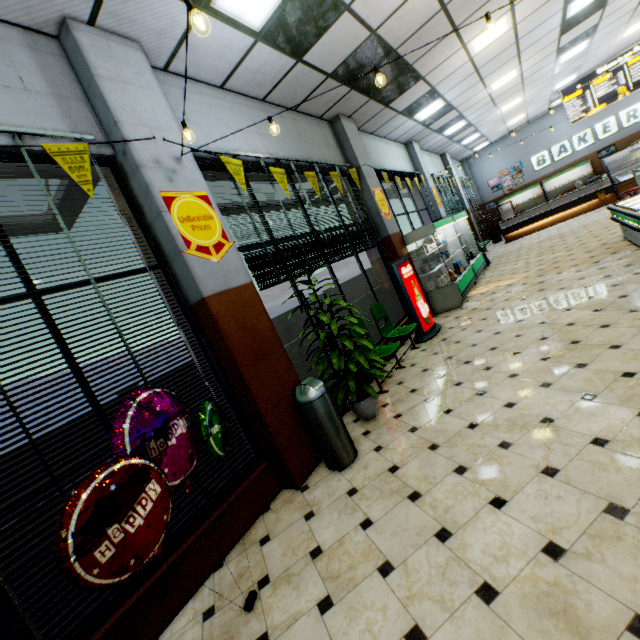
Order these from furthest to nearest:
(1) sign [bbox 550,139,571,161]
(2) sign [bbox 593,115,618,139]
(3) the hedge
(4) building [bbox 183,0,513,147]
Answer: (1) sign [bbox 550,139,571,161], (2) sign [bbox 593,115,618,139], (3) the hedge, (4) building [bbox 183,0,513,147]

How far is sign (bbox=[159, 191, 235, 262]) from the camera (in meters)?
3.18

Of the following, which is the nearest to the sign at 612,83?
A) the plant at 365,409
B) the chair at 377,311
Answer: the chair at 377,311

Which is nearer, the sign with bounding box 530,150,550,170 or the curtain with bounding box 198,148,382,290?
the curtain with bounding box 198,148,382,290

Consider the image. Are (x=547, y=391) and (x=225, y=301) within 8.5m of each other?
yes

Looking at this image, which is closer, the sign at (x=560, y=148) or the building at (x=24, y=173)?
the building at (x=24, y=173)

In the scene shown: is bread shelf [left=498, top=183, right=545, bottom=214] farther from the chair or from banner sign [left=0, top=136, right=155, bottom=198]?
banner sign [left=0, top=136, right=155, bottom=198]

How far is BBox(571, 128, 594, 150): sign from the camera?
15.9 meters
